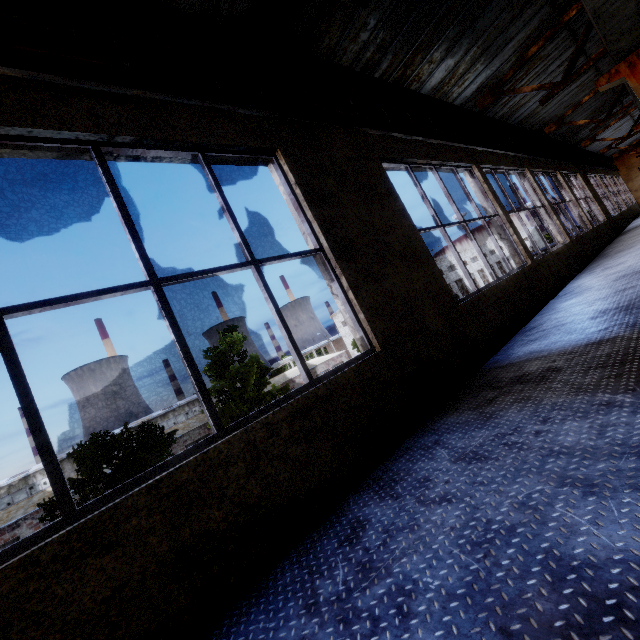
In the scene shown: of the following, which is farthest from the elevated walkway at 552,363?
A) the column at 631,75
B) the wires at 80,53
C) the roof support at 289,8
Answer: the wires at 80,53

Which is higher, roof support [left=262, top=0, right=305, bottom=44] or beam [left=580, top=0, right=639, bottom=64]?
roof support [left=262, top=0, right=305, bottom=44]

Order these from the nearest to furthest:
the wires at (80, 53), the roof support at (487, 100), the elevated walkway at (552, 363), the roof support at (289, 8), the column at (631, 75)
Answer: the elevated walkway at (552, 363) → the wires at (80, 53) → the roof support at (289, 8) → the column at (631, 75) → the roof support at (487, 100)

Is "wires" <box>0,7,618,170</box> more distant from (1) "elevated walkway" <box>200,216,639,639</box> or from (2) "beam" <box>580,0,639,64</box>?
(1) "elevated walkway" <box>200,216,639,639</box>

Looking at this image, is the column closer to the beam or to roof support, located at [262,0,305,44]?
the beam

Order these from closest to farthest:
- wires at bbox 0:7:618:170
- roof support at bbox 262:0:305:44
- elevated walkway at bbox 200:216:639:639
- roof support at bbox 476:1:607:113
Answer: elevated walkway at bbox 200:216:639:639, wires at bbox 0:7:618:170, roof support at bbox 262:0:305:44, roof support at bbox 476:1:607:113

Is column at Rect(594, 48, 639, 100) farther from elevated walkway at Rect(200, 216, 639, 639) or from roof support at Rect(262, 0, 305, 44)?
roof support at Rect(262, 0, 305, 44)

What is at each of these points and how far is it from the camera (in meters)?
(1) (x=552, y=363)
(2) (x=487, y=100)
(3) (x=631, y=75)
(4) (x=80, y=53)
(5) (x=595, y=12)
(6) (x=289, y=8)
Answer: (1) elevated walkway, 3.37
(2) roof support, 8.51
(3) column, 6.37
(4) wires, 2.68
(5) beam, 4.49
(6) roof support, 3.90
